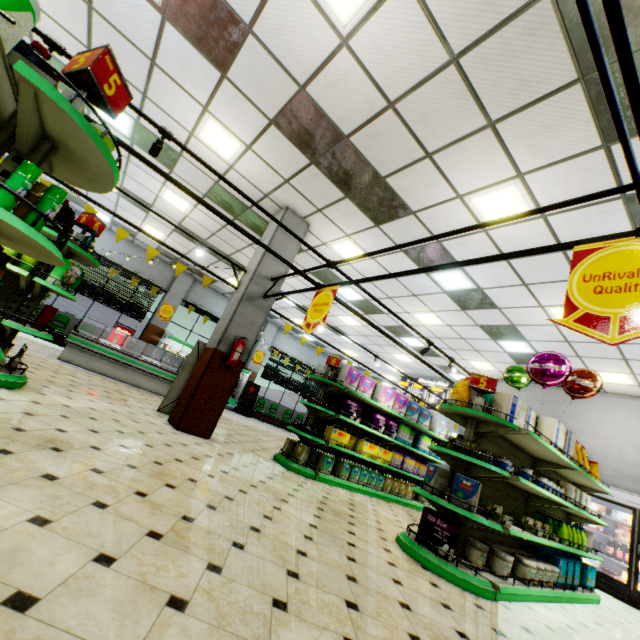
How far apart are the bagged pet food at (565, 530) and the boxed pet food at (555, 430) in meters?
1.1 m

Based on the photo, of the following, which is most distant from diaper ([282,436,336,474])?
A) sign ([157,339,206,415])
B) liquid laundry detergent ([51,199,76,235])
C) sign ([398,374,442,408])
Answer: sign ([398,374,442,408])

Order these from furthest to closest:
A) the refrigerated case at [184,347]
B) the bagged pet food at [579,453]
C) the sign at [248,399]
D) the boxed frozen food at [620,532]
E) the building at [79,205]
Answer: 1. the sign at [248,399]
2. the refrigerated case at [184,347]
3. the building at [79,205]
4. the boxed frozen food at [620,532]
5. the bagged pet food at [579,453]

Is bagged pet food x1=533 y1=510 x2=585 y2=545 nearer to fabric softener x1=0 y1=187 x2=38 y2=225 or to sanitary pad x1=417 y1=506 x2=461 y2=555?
sanitary pad x1=417 y1=506 x2=461 y2=555

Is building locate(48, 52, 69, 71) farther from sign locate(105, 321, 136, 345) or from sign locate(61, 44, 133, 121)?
sign locate(61, 44, 133, 121)

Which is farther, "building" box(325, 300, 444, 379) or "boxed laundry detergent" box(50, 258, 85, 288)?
"building" box(325, 300, 444, 379)

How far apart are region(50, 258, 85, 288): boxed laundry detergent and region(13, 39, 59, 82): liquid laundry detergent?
2.69m

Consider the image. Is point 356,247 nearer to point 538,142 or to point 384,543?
point 538,142
